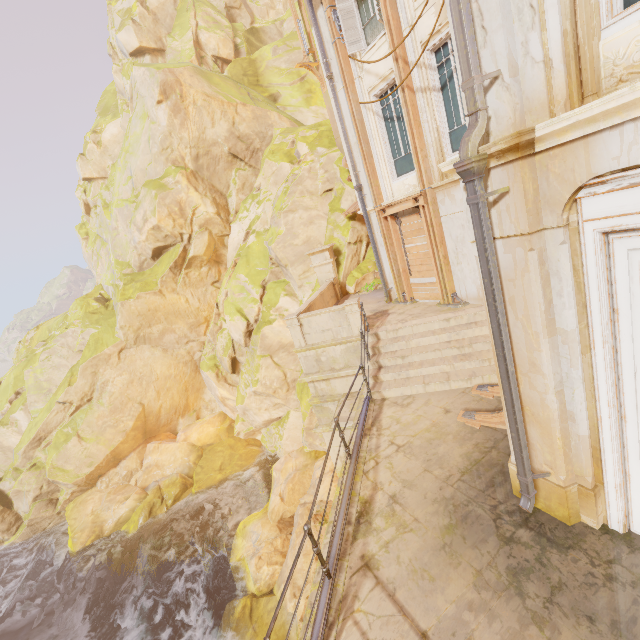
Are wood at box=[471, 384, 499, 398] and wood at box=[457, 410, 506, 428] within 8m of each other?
yes

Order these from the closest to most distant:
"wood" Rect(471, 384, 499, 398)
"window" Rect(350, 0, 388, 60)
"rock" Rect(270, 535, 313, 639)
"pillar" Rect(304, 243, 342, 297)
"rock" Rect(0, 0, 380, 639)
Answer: "wood" Rect(471, 384, 499, 398) → "window" Rect(350, 0, 388, 60) → "rock" Rect(270, 535, 313, 639) → "pillar" Rect(304, 243, 342, 297) → "rock" Rect(0, 0, 380, 639)

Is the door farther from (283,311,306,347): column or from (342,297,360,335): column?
(283,311,306,347): column

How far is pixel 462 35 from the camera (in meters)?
2.95

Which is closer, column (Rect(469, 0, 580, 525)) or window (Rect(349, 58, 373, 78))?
column (Rect(469, 0, 580, 525))

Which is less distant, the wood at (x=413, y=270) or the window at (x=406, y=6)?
the window at (x=406, y=6)

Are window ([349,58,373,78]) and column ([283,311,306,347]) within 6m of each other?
no

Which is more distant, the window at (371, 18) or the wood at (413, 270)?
the wood at (413, 270)
